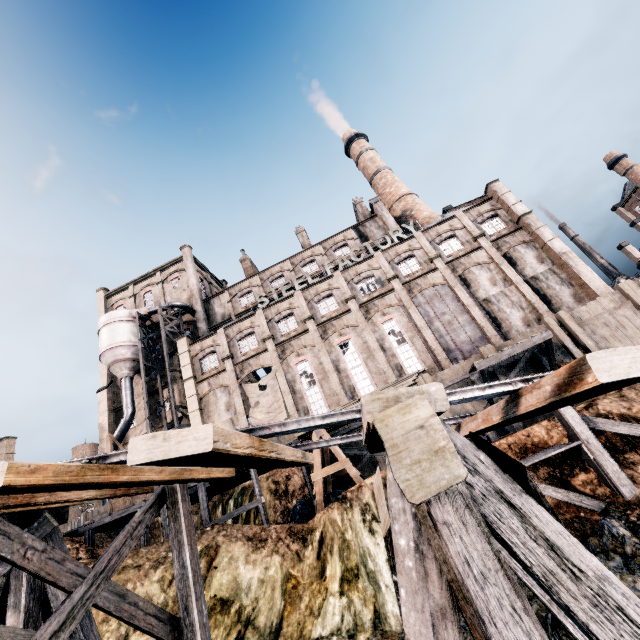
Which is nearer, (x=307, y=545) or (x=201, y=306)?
(x=307, y=545)

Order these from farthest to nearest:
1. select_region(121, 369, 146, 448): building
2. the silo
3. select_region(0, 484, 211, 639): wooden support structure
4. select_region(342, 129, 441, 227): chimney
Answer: select_region(342, 129, 441, 227): chimney
select_region(121, 369, 146, 448): building
the silo
select_region(0, 484, 211, 639): wooden support structure

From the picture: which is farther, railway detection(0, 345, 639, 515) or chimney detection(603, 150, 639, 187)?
chimney detection(603, 150, 639, 187)

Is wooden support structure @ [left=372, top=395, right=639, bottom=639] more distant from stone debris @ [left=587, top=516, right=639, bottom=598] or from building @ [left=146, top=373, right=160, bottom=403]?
building @ [left=146, top=373, right=160, bottom=403]

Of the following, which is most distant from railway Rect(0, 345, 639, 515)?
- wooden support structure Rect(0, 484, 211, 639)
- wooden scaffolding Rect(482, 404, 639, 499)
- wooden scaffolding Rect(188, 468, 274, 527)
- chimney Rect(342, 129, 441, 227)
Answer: chimney Rect(342, 129, 441, 227)

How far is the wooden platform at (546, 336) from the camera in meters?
19.8

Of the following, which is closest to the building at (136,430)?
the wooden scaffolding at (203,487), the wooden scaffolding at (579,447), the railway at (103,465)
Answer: the wooden scaffolding at (203,487)

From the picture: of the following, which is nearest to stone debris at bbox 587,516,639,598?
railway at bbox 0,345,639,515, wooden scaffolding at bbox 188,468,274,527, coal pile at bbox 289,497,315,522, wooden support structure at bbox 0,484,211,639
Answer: railway at bbox 0,345,639,515
